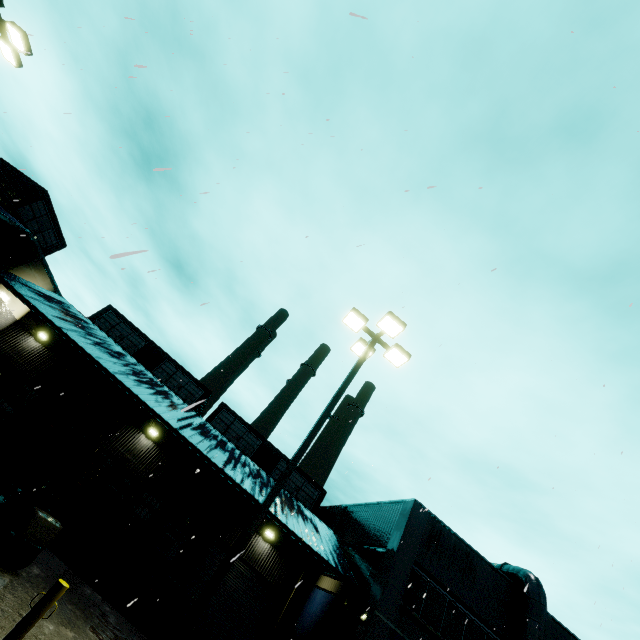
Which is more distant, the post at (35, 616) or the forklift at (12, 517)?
the forklift at (12, 517)

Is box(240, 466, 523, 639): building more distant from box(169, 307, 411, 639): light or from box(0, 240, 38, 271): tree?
box(169, 307, 411, 639): light

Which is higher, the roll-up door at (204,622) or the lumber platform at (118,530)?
the lumber platform at (118,530)

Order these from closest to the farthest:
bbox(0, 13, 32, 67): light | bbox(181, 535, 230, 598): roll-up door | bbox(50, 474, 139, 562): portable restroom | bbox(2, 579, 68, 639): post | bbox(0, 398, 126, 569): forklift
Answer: bbox(2, 579, 68, 639): post, bbox(0, 398, 126, 569): forklift, bbox(0, 13, 32, 67): light, bbox(50, 474, 139, 562): portable restroom, bbox(181, 535, 230, 598): roll-up door

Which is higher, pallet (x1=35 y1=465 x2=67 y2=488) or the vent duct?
the vent duct

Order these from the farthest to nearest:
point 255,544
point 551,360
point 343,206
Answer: point 255,544
point 343,206
point 551,360

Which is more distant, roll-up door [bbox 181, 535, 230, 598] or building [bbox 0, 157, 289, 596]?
roll-up door [bbox 181, 535, 230, 598]

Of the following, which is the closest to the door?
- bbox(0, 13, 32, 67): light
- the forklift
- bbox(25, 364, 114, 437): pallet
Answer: bbox(25, 364, 114, 437): pallet
